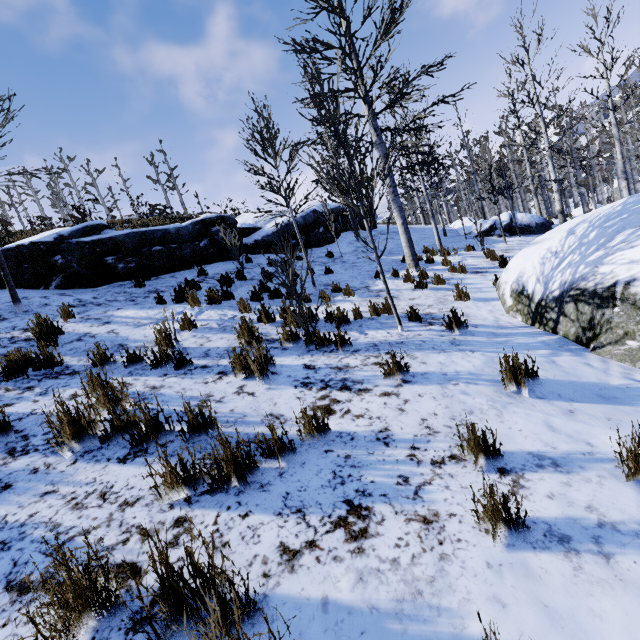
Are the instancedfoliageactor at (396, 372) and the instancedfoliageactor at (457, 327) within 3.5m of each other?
yes

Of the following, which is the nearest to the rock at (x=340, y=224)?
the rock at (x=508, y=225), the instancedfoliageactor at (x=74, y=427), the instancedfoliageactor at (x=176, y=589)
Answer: the rock at (x=508, y=225)

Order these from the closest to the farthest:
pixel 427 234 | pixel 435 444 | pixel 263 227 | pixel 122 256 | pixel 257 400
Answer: pixel 435 444 → pixel 257 400 → pixel 122 256 → pixel 263 227 → pixel 427 234

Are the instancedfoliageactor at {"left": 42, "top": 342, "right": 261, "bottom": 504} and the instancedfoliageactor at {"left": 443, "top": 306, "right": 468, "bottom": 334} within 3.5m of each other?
no

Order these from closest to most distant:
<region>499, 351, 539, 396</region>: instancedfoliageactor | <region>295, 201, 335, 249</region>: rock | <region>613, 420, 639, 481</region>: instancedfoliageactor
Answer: <region>613, 420, 639, 481</region>: instancedfoliageactor, <region>499, 351, 539, 396</region>: instancedfoliageactor, <region>295, 201, 335, 249</region>: rock

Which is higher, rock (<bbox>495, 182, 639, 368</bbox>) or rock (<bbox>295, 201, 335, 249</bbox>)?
rock (<bbox>295, 201, 335, 249</bbox>)

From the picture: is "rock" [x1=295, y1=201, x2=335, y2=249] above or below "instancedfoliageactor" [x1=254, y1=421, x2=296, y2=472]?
above

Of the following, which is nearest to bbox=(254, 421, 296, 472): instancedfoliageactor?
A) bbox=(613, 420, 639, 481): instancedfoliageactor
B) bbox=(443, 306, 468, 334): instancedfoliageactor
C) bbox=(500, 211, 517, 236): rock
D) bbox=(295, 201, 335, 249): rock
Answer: bbox=(613, 420, 639, 481): instancedfoliageactor
